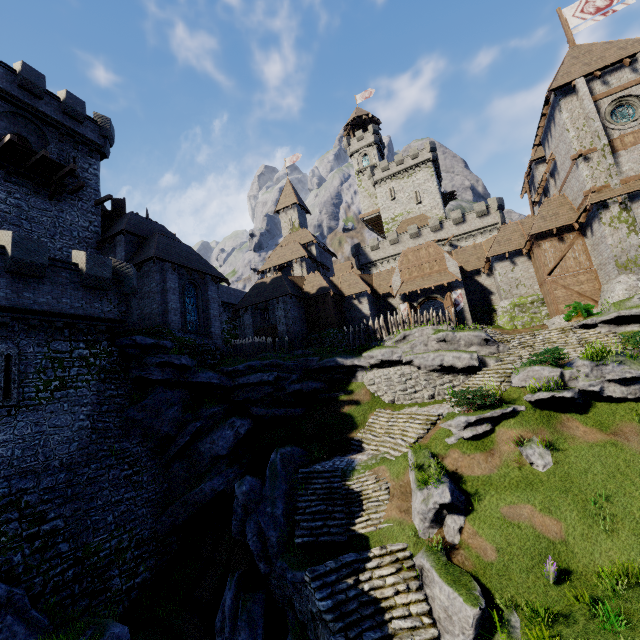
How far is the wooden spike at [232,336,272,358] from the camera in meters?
26.0 m

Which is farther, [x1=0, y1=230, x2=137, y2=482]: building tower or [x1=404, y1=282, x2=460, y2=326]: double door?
[x1=404, y1=282, x2=460, y2=326]: double door

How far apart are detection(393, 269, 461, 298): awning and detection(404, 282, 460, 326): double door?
0.5 meters

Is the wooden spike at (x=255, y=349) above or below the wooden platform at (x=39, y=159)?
below

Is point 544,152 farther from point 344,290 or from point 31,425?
point 31,425

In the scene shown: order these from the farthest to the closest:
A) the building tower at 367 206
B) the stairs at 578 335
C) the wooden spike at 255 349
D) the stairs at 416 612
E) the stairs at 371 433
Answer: the building tower at 367 206, the wooden spike at 255 349, the stairs at 578 335, the stairs at 371 433, the stairs at 416 612

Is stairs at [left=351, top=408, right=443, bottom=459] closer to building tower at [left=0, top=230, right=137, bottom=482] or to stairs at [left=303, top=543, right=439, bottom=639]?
stairs at [left=303, top=543, right=439, bottom=639]

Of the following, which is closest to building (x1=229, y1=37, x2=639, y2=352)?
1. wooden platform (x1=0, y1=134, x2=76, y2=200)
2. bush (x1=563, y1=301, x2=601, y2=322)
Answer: bush (x1=563, y1=301, x2=601, y2=322)
